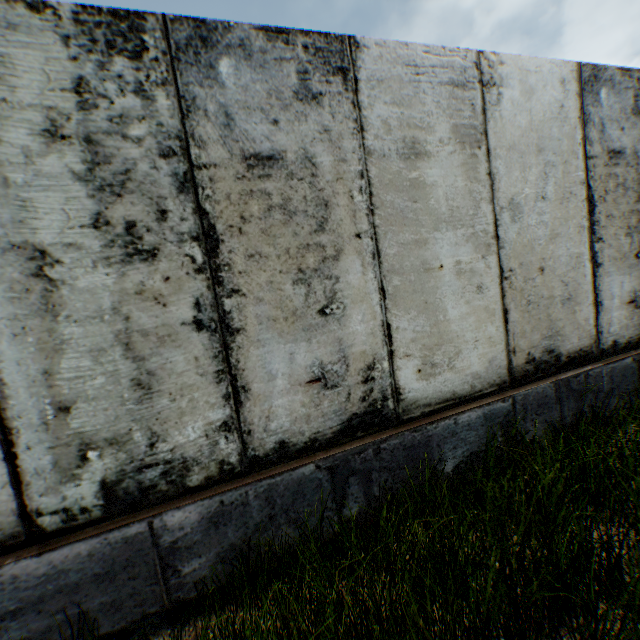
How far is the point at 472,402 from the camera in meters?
2.8
